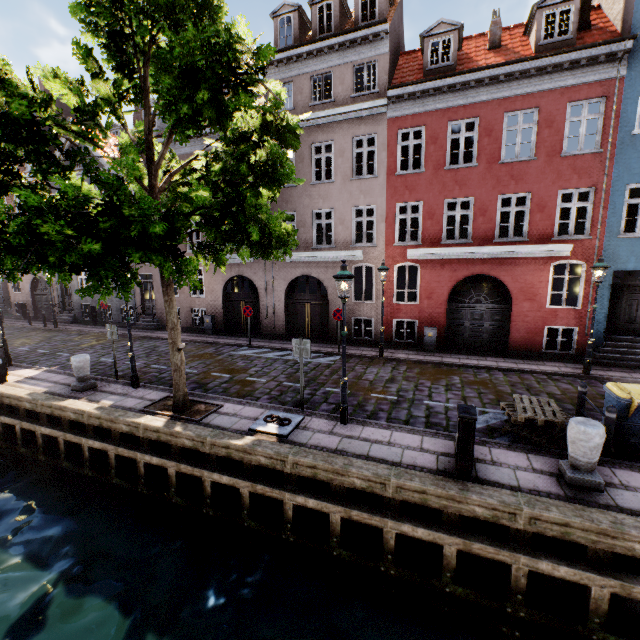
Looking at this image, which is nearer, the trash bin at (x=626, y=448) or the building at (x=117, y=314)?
the trash bin at (x=626, y=448)

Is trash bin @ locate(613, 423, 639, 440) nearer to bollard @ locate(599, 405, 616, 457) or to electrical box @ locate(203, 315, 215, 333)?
bollard @ locate(599, 405, 616, 457)

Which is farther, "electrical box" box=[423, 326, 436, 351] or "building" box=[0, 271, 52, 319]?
"building" box=[0, 271, 52, 319]

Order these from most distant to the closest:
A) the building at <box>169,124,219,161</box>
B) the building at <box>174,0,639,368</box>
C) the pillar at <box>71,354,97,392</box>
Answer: the building at <box>169,124,219,161</box> → the building at <box>174,0,639,368</box> → the pillar at <box>71,354,97,392</box>

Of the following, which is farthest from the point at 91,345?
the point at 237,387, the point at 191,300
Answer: the point at 237,387

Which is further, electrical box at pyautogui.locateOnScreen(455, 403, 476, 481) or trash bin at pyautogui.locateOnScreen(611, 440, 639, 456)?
trash bin at pyautogui.locateOnScreen(611, 440, 639, 456)

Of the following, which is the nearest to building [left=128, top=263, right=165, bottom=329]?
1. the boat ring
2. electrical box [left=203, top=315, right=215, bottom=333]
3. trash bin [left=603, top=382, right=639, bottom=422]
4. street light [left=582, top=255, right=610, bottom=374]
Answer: electrical box [left=203, top=315, right=215, bottom=333]

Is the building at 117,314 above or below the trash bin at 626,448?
above
